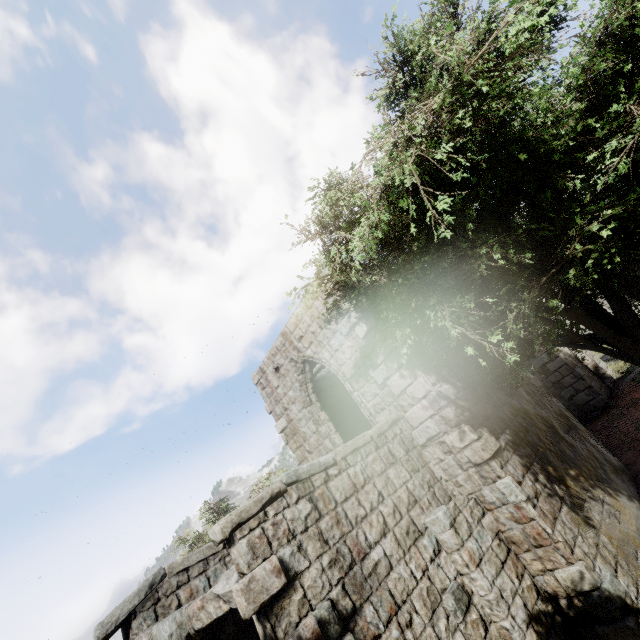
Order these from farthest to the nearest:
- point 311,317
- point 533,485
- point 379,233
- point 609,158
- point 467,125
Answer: point 609,158 → point 311,317 → point 379,233 → point 533,485 → point 467,125
